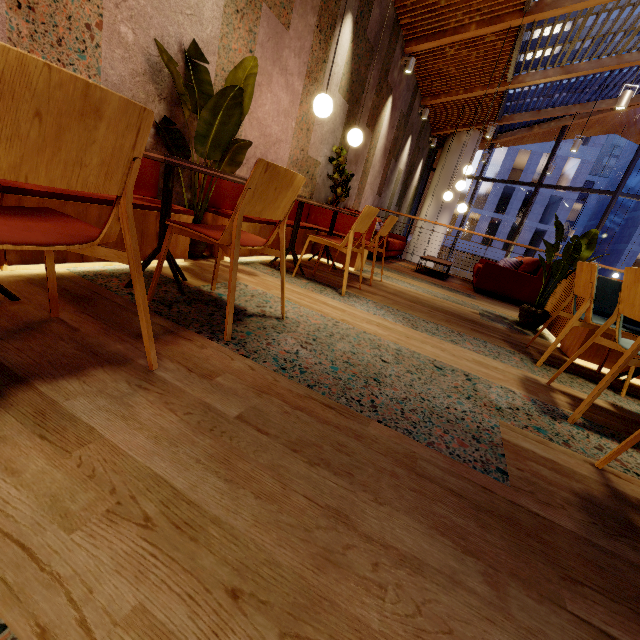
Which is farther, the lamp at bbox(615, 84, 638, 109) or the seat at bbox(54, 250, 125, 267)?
the lamp at bbox(615, 84, 638, 109)

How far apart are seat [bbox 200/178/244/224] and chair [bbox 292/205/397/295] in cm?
58

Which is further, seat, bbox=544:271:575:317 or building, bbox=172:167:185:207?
seat, bbox=544:271:575:317

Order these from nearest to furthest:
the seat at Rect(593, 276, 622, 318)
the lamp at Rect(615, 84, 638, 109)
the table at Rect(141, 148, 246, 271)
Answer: the table at Rect(141, 148, 246, 271) → the seat at Rect(593, 276, 622, 318) → the lamp at Rect(615, 84, 638, 109)

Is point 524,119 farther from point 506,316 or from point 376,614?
point 376,614

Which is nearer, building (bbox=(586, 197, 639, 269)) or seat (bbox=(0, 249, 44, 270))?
seat (bbox=(0, 249, 44, 270))

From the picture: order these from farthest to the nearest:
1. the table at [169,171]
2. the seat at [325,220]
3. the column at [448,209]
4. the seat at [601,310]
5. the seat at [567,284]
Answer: the column at [448,209], the seat at [325,220], the seat at [567,284], the seat at [601,310], the table at [169,171]

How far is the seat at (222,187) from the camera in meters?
3.1
